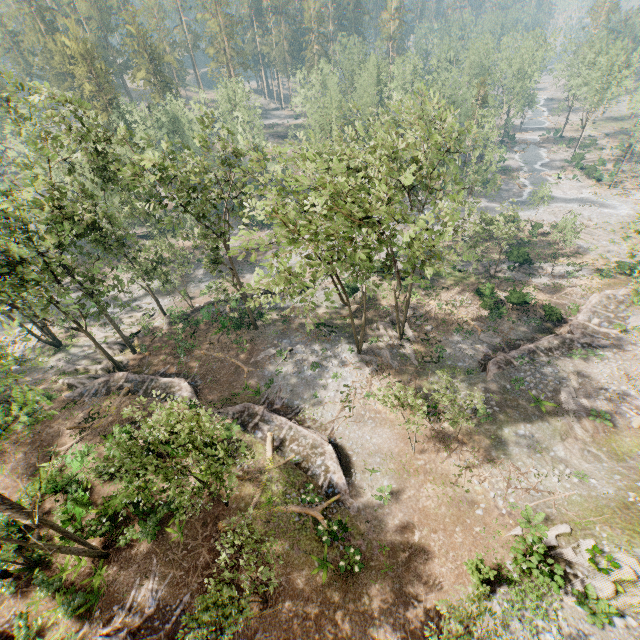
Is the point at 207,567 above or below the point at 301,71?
below

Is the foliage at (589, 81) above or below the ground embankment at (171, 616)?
above

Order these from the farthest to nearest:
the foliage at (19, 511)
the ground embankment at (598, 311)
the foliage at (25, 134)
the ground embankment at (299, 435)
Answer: the ground embankment at (598, 311) → the ground embankment at (299, 435) → the foliage at (25, 134) → the foliage at (19, 511)

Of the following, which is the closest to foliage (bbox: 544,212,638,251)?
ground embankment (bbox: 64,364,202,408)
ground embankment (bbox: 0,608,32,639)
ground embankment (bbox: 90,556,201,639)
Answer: ground embankment (bbox: 64,364,202,408)

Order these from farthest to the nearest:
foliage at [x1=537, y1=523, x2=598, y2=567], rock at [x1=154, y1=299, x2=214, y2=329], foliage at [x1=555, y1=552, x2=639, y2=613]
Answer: rock at [x1=154, y1=299, x2=214, y2=329], foliage at [x1=537, y1=523, x2=598, y2=567], foliage at [x1=555, y1=552, x2=639, y2=613]

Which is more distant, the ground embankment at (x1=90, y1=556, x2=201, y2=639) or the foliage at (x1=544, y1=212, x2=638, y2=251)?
the foliage at (x1=544, y1=212, x2=638, y2=251)

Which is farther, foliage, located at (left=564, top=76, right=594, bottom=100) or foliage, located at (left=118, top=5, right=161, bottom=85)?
foliage, located at (left=564, top=76, right=594, bottom=100)

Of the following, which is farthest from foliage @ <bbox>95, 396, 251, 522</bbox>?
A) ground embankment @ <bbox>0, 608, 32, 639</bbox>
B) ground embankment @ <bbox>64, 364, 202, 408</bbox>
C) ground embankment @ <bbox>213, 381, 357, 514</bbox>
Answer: ground embankment @ <bbox>213, 381, 357, 514</bbox>
